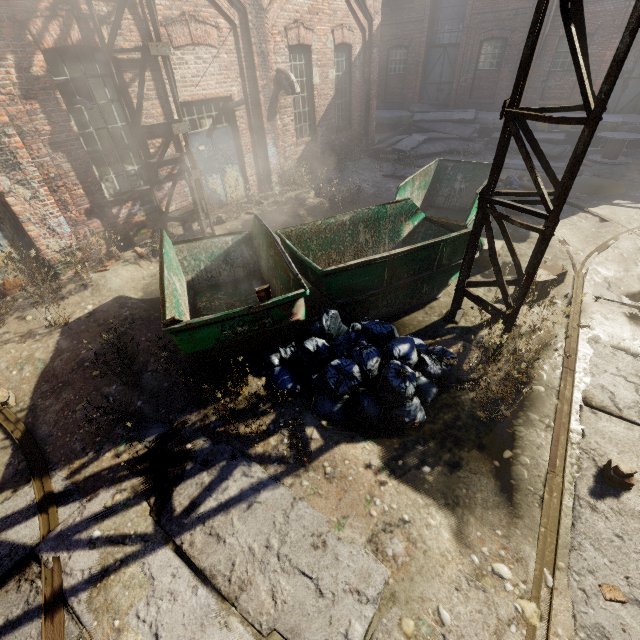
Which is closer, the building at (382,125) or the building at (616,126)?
the building at (616,126)

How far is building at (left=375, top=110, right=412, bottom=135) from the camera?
18.5 meters

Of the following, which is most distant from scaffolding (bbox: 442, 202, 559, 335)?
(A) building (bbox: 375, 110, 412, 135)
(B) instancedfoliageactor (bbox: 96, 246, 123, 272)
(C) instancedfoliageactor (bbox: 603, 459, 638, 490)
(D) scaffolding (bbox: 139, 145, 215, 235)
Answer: (A) building (bbox: 375, 110, 412, 135)

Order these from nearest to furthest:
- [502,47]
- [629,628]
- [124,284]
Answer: [629,628]
[124,284]
[502,47]

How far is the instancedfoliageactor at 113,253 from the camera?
7.01m

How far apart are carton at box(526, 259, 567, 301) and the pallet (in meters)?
4.65

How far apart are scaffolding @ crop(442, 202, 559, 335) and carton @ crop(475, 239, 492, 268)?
1.6 meters

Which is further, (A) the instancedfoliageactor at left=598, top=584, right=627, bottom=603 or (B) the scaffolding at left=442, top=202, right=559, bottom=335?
(B) the scaffolding at left=442, top=202, right=559, bottom=335
